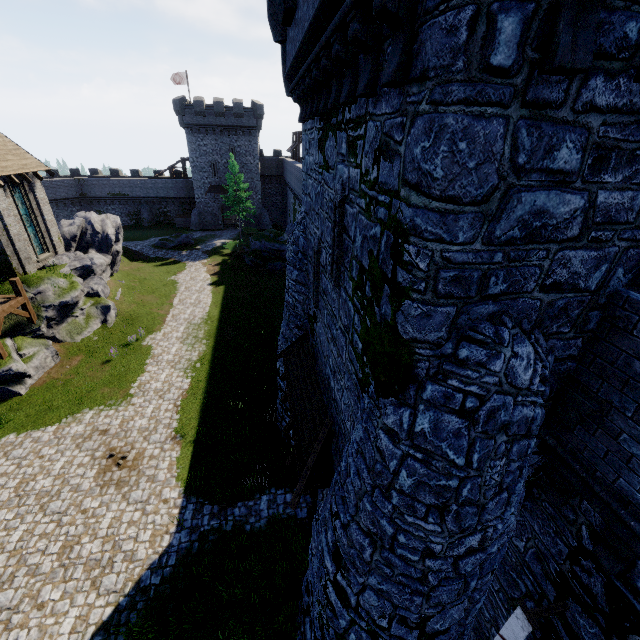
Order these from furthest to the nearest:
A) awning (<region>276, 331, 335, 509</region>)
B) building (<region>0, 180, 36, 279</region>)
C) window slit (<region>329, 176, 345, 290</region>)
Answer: building (<region>0, 180, 36, 279</region>) < awning (<region>276, 331, 335, 509</region>) < window slit (<region>329, 176, 345, 290</region>)

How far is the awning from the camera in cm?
775

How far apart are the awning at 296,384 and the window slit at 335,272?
3.1 meters

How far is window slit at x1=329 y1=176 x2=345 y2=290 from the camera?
6.1m

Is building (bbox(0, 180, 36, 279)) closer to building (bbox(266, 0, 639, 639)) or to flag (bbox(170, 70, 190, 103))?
building (bbox(266, 0, 639, 639))

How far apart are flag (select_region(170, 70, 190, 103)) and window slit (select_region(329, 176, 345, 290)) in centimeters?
5391cm

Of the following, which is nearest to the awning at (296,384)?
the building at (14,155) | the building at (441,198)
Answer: the building at (441,198)

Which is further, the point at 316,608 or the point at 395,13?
the point at 316,608
